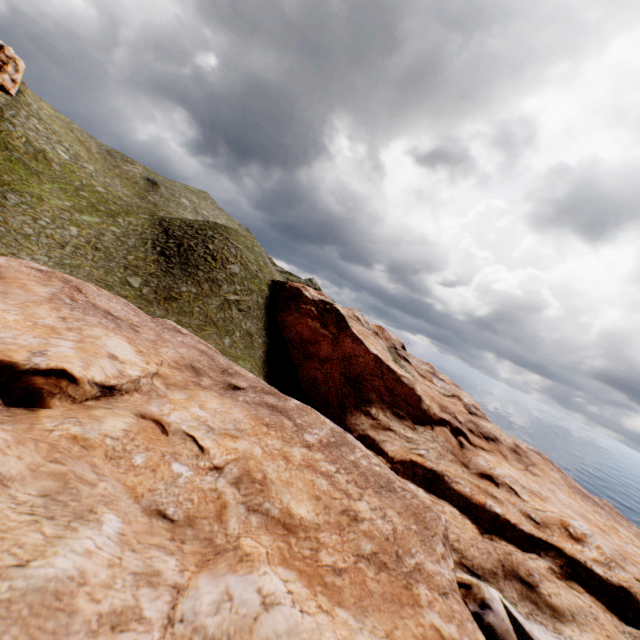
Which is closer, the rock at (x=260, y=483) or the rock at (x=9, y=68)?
the rock at (x=260, y=483)

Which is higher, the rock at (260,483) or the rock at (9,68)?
the rock at (9,68)

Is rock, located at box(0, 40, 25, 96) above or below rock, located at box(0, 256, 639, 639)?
above

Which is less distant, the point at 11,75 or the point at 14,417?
the point at 14,417

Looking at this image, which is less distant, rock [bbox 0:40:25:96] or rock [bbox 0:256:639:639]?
rock [bbox 0:256:639:639]
